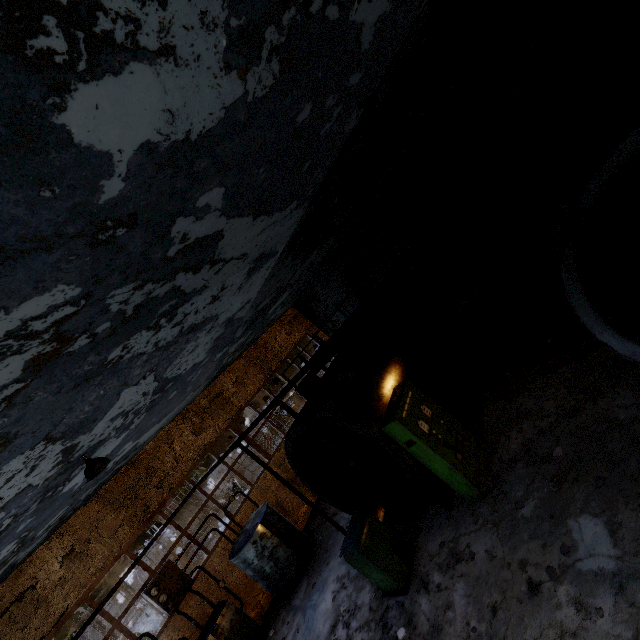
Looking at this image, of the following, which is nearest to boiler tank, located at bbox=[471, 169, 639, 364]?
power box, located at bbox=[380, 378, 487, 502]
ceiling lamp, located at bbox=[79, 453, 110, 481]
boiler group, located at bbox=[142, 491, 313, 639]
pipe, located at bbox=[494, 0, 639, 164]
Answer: power box, located at bbox=[380, 378, 487, 502]

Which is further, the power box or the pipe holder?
the power box

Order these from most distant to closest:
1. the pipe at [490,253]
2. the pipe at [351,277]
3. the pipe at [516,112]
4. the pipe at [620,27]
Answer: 1. the pipe at [351,277]
2. the pipe at [490,253]
3. the pipe at [516,112]
4. the pipe at [620,27]

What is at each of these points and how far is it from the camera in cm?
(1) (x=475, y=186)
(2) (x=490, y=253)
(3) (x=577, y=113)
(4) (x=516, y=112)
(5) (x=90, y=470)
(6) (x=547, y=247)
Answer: (1) pipe, 363
(2) pipe, 1355
(3) boiler tank, 409
(4) pipe, 889
(5) ceiling lamp, 646
(6) boiler tank, 461

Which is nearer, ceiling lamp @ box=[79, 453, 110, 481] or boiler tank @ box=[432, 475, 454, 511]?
ceiling lamp @ box=[79, 453, 110, 481]

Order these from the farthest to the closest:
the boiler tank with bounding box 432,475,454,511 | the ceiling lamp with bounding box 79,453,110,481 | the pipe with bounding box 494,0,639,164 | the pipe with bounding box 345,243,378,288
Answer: the pipe with bounding box 345,243,378,288
the boiler tank with bounding box 432,475,454,511
the ceiling lamp with bounding box 79,453,110,481
the pipe with bounding box 494,0,639,164

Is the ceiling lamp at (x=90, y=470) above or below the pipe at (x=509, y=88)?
above

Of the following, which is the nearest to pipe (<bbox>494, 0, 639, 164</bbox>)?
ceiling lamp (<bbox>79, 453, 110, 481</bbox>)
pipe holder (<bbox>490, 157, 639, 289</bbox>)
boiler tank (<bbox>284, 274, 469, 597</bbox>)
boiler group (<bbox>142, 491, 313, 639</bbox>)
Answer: pipe holder (<bbox>490, 157, 639, 289</bbox>)
